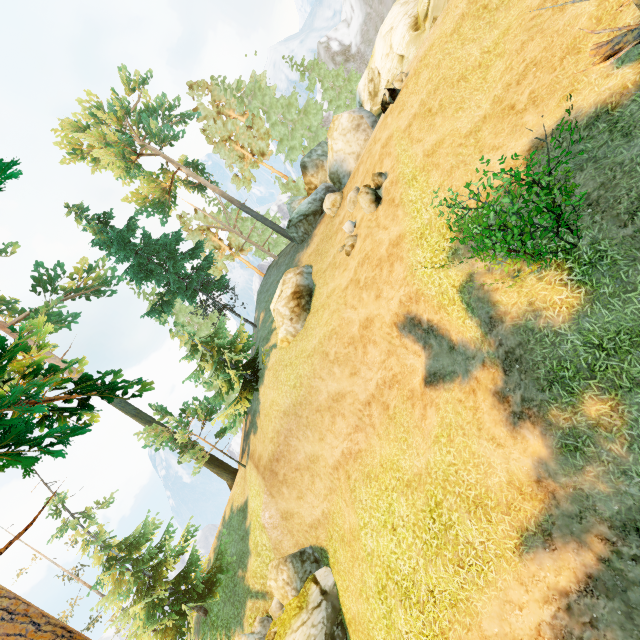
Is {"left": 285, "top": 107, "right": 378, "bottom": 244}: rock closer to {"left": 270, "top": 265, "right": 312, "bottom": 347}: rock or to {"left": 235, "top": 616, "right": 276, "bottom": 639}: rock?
{"left": 270, "top": 265, "right": 312, "bottom": 347}: rock

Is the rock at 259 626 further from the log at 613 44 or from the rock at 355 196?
the log at 613 44

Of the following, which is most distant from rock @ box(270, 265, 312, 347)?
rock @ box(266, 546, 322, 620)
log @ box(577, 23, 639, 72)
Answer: log @ box(577, 23, 639, 72)

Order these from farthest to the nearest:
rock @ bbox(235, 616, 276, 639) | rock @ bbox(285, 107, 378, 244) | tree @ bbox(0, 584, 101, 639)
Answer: rock @ bbox(285, 107, 378, 244), rock @ bbox(235, 616, 276, 639), tree @ bbox(0, 584, 101, 639)

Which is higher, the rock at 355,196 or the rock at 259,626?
the rock at 355,196

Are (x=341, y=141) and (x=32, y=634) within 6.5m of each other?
no

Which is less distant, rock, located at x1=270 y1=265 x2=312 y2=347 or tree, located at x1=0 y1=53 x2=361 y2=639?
tree, located at x1=0 y1=53 x2=361 y2=639

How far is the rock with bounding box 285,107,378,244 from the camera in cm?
2105
